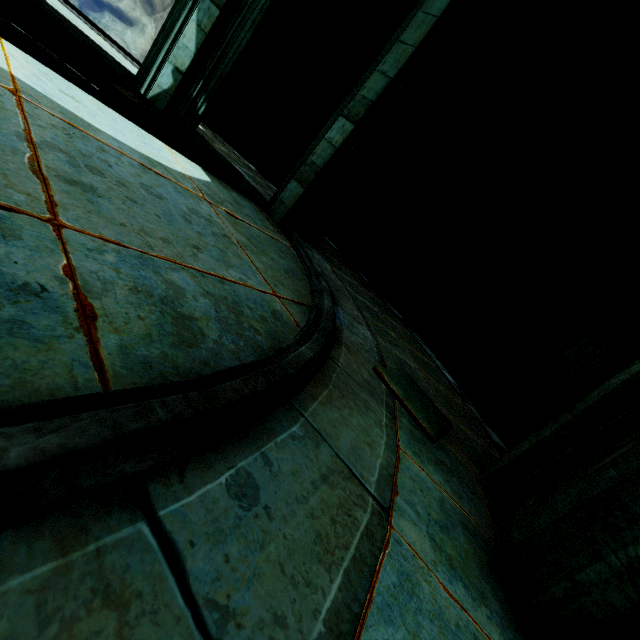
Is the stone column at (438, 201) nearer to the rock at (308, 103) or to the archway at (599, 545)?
the rock at (308, 103)

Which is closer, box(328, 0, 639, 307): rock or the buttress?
box(328, 0, 639, 307): rock

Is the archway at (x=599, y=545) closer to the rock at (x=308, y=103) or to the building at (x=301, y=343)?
the building at (x=301, y=343)

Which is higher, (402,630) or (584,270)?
(584,270)

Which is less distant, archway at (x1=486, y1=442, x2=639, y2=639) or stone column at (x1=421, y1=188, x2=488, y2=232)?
archway at (x1=486, y1=442, x2=639, y2=639)

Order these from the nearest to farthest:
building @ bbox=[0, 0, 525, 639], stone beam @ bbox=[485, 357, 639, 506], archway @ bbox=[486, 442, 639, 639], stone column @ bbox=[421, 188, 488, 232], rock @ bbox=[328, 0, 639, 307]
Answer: building @ bbox=[0, 0, 525, 639] → archway @ bbox=[486, 442, 639, 639] → stone beam @ bbox=[485, 357, 639, 506] → rock @ bbox=[328, 0, 639, 307] → stone column @ bbox=[421, 188, 488, 232]

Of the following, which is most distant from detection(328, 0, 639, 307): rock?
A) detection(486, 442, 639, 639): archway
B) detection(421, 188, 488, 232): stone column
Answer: detection(486, 442, 639, 639): archway

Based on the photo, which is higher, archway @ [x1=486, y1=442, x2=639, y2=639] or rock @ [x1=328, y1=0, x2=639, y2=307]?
rock @ [x1=328, y1=0, x2=639, y2=307]
